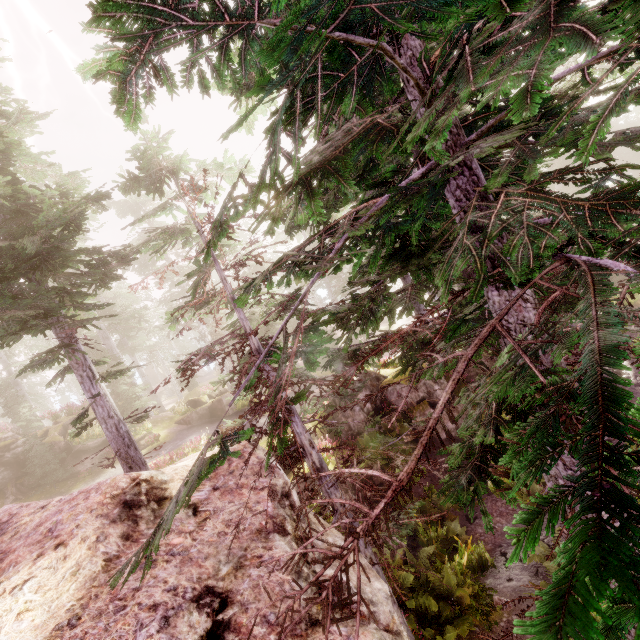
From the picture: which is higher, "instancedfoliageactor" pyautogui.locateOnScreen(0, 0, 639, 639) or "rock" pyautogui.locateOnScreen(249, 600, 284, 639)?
"instancedfoliageactor" pyautogui.locateOnScreen(0, 0, 639, 639)

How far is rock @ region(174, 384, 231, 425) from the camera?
24.6 meters

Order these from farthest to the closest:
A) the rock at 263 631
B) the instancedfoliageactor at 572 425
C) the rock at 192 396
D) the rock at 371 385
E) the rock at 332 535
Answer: the rock at 192 396, the rock at 371 385, the rock at 332 535, the rock at 263 631, the instancedfoliageactor at 572 425

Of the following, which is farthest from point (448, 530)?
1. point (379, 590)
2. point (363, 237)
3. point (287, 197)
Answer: point (287, 197)

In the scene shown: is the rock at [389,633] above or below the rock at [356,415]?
above

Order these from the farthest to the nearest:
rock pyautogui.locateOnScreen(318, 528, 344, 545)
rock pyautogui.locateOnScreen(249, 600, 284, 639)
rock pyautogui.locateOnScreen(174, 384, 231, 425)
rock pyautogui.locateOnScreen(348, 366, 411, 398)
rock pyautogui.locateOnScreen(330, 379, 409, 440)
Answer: rock pyautogui.locateOnScreen(174, 384, 231, 425), rock pyautogui.locateOnScreen(348, 366, 411, 398), rock pyautogui.locateOnScreen(330, 379, 409, 440), rock pyautogui.locateOnScreen(318, 528, 344, 545), rock pyautogui.locateOnScreen(249, 600, 284, 639)

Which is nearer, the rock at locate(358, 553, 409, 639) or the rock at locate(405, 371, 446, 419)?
the rock at locate(358, 553, 409, 639)
